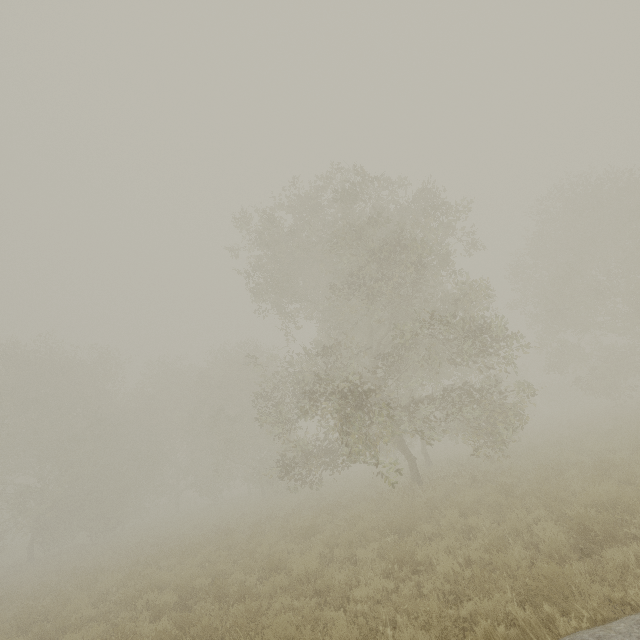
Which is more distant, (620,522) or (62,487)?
(62,487)
